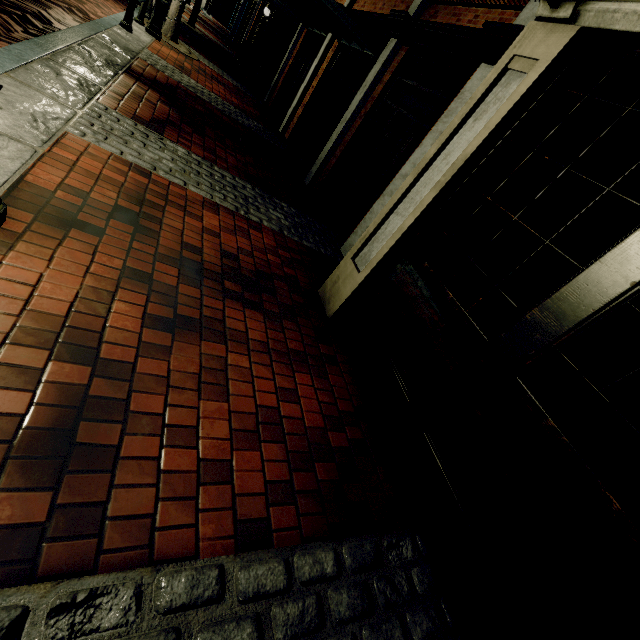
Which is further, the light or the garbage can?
the garbage can

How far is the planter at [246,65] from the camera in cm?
1543

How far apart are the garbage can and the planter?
3.4m

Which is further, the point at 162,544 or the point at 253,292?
the point at 253,292

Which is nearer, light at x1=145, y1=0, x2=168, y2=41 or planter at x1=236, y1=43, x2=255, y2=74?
light at x1=145, y1=0, x2=168, y2=41

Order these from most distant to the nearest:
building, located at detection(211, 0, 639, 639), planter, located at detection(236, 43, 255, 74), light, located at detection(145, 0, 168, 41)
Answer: planter, located at detection(236, 43, 255, 74) < light, located at detection(145, 0, 168, 41) < building, located at detection(211, 0, 639, 639)

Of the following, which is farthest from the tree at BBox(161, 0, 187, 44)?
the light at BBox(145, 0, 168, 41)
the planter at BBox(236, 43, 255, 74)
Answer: the planter at BBox(236, 43, 255, 74)

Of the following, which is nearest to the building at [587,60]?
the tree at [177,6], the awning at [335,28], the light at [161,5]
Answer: the tree at [177,6]
